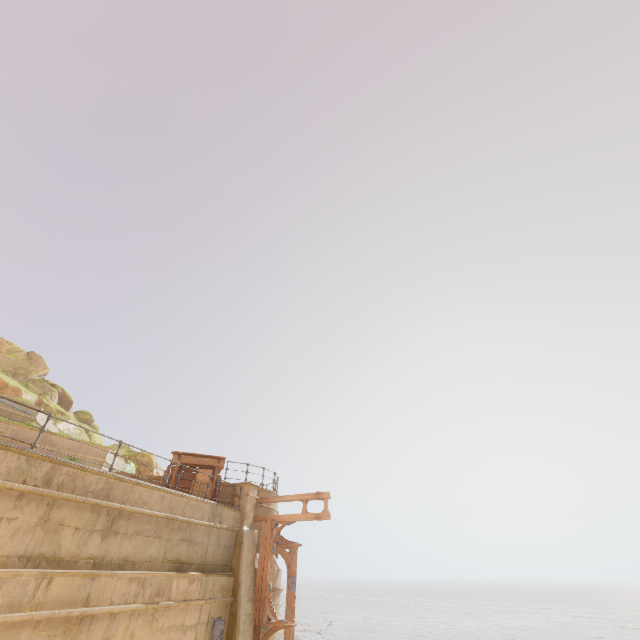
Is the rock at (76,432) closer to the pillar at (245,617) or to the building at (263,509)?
the building at (263,509)

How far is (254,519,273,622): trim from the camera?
12.26m

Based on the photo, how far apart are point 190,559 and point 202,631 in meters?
2.1

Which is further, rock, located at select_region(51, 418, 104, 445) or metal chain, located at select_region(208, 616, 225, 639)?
rock, located at select_region(51, 418, 104, 445)

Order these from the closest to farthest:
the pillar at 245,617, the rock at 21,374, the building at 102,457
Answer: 1. the pillar at 245,617
2. the building at 102,457
3. the rock at 21,374

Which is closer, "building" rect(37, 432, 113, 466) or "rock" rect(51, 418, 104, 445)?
"building" rect(37, 432, 113, 466)

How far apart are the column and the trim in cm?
42

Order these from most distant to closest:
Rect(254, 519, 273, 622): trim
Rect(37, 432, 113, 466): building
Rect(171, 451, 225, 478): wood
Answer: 1. Rect(171, 451, 225, 478): wood
2. Rect(37, 432, 113, 466): building
3. Rect(254, 519, 273, 622): trim
